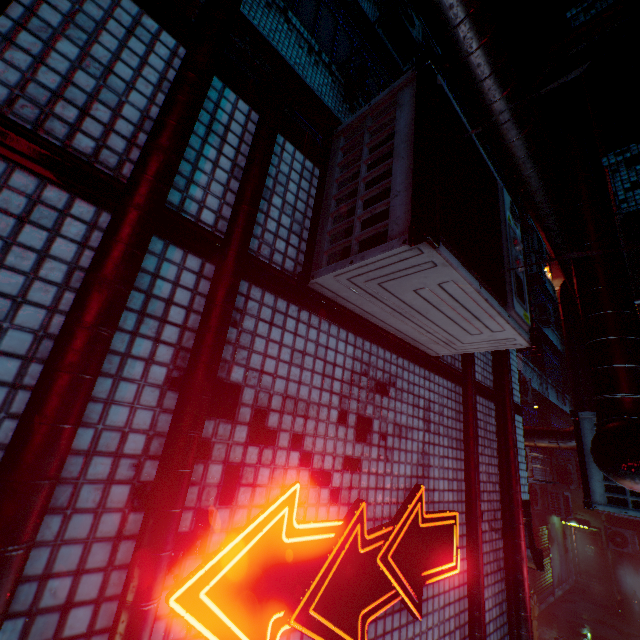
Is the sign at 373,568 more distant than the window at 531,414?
No

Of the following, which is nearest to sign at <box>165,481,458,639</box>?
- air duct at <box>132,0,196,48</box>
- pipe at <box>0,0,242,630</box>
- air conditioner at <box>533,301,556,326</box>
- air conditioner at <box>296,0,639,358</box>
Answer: pipe at <box>0,0,242,630</box>

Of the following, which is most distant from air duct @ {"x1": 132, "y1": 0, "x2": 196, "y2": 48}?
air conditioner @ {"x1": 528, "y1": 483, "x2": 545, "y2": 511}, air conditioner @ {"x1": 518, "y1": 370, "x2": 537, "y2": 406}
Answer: air conditioner @ {"x1": 528, "y1": 483, "x2": 545, "y2": 511}

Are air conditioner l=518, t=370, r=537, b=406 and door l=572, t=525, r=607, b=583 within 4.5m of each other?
no

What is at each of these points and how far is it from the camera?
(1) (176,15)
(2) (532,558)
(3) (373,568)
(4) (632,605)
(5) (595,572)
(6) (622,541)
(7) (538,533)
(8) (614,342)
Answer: (1) air duct, 1.37m
(2) air duct, 3.25m
(3) sign, 1.45m
(4) trash can, 10.82m
(5) door, 13.28m
(6) air conditioner, 11.45m
(7) rolling door, 11.49m
(8) air duct, 2.24m

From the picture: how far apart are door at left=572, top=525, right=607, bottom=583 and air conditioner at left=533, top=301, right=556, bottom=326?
8.8 meters

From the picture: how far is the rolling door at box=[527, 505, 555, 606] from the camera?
10.4 meters

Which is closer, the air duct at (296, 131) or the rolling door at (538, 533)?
the air duct at (296, 131)
